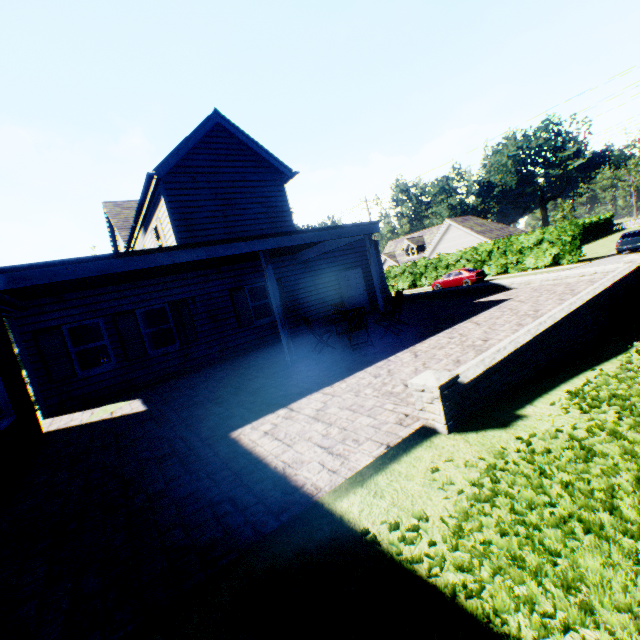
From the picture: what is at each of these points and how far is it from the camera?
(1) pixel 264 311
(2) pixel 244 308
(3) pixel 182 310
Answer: (1) curtain, 13.9m
(2) shutter, 13.0m
(3) shutter, 11.7m

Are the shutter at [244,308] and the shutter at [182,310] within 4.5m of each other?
yes

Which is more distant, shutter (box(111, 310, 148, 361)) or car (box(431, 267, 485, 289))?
car (box(431, 267, 485, 289))

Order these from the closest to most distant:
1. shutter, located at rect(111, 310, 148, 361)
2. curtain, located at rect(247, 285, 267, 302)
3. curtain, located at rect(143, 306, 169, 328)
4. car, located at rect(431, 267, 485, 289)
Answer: shutter, located at rect(111, 310, 148, 361) → curtain, located at rect(143, 306, 169, 328) → curtain, located at rect(247, 285, 267, 302) → car, located at rect(431, 267, 485, 289)

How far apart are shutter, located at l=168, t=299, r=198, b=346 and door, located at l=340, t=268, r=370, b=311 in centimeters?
725cm

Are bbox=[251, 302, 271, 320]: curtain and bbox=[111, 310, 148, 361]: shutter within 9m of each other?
yes

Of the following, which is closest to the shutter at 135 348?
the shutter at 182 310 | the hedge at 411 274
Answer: the shutter at 182 310

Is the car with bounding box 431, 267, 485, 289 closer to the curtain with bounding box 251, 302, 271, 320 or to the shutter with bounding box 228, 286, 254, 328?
the curtain with bounding box 251, 302, 271, 320
